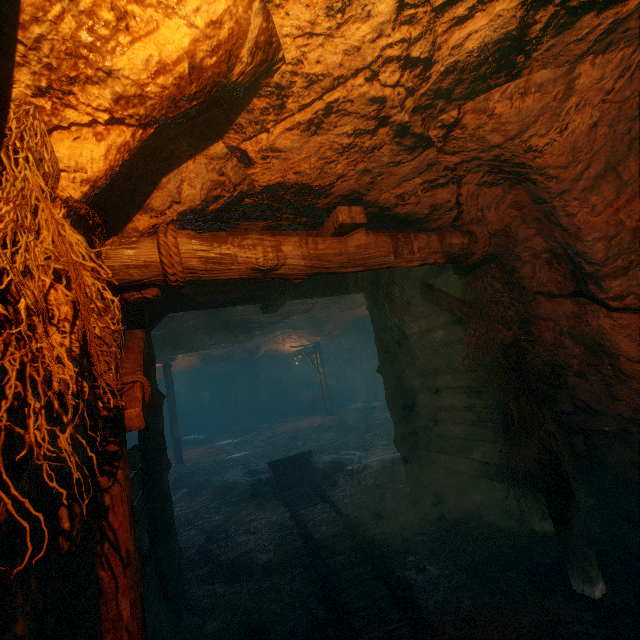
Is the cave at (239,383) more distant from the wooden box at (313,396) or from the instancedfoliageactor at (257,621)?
the instancedfoliageactor at (257,621)

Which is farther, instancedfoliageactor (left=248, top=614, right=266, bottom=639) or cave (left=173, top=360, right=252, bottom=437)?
cave (left=173, top=360, right=252, bottom=437)

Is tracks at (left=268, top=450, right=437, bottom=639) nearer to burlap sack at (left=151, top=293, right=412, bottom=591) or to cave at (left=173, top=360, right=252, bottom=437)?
burlap sack at (left=151, top=293, right=412, bottom=591)

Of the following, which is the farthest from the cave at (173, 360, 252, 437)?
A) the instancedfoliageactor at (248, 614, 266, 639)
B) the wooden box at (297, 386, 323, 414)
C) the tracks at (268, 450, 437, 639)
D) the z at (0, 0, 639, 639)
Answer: the instancedfoliageactor at (248, 614, 266, 639)

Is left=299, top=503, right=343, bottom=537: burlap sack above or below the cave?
below

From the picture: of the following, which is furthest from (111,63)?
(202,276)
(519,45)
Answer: (519,45)

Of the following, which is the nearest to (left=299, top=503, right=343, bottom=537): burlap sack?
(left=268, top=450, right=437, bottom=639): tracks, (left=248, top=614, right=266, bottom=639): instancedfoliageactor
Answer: (left=268, top=450, right=437, bottom=639): tracks

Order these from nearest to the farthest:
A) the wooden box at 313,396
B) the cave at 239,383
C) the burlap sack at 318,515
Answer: the burlap sack at 318,515, the wooden box at 313,396, the cave at 239,383
